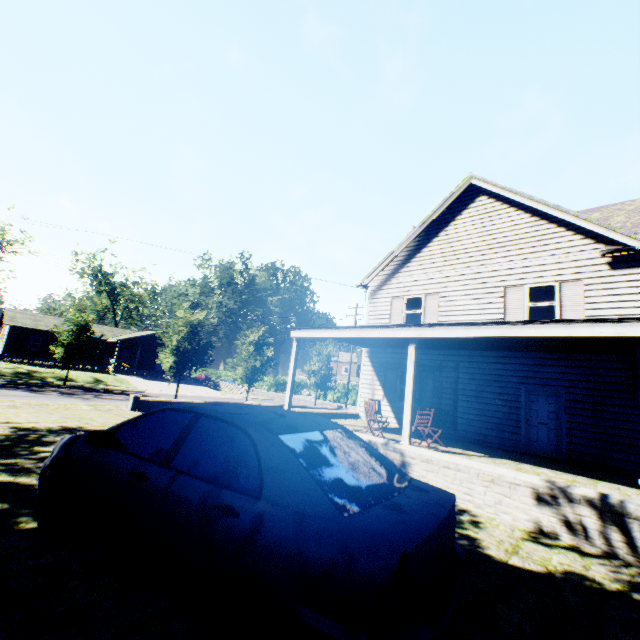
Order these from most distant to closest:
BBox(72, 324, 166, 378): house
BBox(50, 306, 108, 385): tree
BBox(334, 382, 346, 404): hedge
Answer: BBox(334, 382, 346, 404): hedge < BBox(72, 324, 166, 378): house < BBox(50, 306, 108, 385): tree

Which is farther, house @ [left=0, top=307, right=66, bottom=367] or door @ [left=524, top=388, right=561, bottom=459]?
house @ [left=0, top=307, right=66, bottom=367]

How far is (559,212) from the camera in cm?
1160

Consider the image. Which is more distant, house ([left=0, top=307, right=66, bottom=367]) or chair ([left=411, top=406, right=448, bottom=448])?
house ([left=0, top=307, right=66, bottom=367])

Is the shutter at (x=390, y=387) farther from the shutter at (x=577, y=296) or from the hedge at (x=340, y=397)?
the hedge at (x=340, y=397)

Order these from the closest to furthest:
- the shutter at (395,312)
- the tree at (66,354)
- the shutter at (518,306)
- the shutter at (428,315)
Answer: the shutter at (518,306) < the shutter at (428,315) < the shutter at (395,312) < the tree at (66,354)

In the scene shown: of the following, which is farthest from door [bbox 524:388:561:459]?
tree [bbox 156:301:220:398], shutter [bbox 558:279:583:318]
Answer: tree [bbox 156:301:220:398]

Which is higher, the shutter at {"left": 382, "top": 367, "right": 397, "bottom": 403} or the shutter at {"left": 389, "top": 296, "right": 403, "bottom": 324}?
the shutter at {"left": 389, "top": 296, "right": 403, "bottom": 324}
